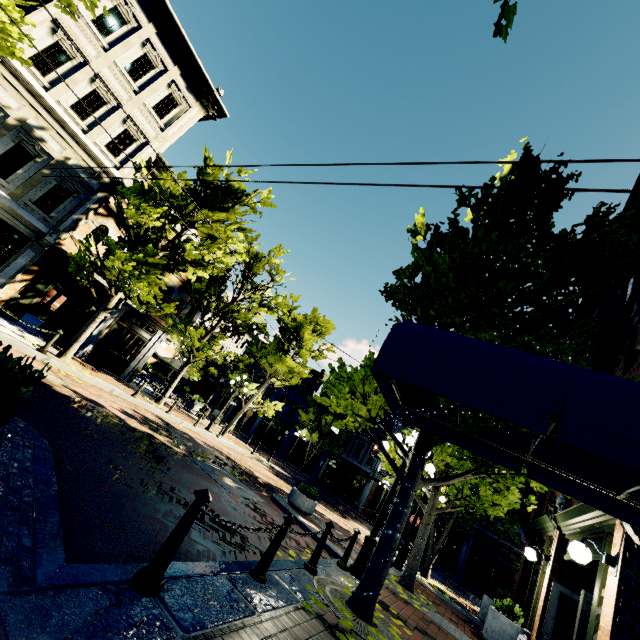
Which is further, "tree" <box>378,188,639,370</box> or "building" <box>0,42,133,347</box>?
"building" <box>0,42,133,347</box>

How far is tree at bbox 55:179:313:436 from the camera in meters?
11.6 m

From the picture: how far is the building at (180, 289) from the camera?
17.9m

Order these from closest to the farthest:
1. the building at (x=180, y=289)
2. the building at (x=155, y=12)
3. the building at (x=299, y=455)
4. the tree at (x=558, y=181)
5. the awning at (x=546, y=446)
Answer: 1. the awning at (x=546, y=446)
2. the tree at (x=558, y=181)
3. the building at (x=155, y=12)
4. the building at (x=180, y=289)
5. the building at (x=299, y=455)

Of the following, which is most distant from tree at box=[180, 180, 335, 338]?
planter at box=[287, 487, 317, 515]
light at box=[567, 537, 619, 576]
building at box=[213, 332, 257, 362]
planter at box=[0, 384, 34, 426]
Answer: building at box=[213, 332, 257, 362]

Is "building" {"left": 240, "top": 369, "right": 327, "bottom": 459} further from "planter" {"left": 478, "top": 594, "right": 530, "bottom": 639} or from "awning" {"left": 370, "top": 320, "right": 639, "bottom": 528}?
"awning" {"left": 370, "top": 320, "right": 639, "bottom": 528}

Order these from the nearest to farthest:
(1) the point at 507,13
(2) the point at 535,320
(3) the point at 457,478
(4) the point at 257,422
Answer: (1) the point at 507,13
(3) the point at 457,478
(2) the point at 535,320
(4) the point at 257,422

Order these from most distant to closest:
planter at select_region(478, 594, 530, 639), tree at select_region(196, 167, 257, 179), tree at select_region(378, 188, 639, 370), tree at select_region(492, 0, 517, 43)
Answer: tree at select_region(196, 167, 257, 179)
planter at select_region(478, 594, 530, 639)
tree at select_region(378, 188, 639, 370)
tree at select_region(492, 0, 517, 43)
